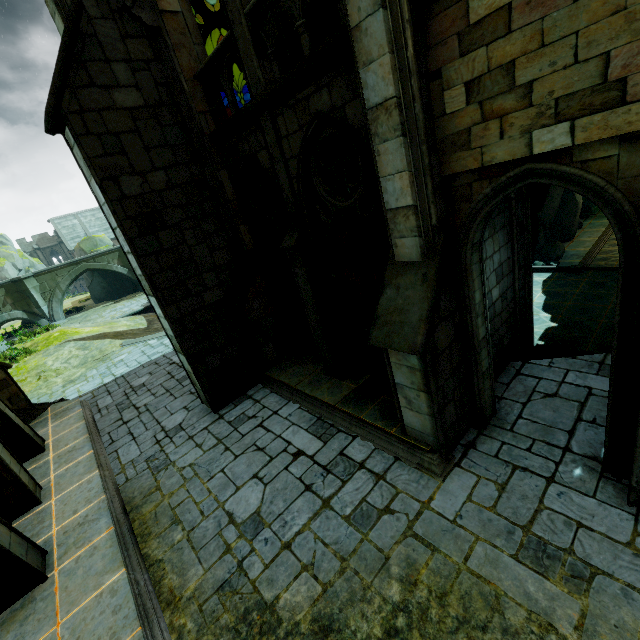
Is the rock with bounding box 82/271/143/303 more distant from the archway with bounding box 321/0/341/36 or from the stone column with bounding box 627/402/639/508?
the stone column with bounding box 627/402/639/508

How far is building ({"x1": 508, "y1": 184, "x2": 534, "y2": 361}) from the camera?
6.66m

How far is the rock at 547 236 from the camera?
8.2 meters

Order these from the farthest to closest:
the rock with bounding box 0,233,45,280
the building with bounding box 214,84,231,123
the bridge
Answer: the rock with bounding box 0,233,45,280, the bridge, the building with bounding box 214,84,231,123

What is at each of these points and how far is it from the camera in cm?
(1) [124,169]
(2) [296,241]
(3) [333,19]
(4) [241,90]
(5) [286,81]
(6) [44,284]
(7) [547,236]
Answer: (1) building, 698
(2) stone column, 683
(3) archway, 741
(4) building, 3731
(5) wall trim, 540
(6) bridge, 2917
(7) rock, 2131

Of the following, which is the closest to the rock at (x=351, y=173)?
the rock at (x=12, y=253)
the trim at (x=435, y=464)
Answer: the trim at (x=435, y=464)

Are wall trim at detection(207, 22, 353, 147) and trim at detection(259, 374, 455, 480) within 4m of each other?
no

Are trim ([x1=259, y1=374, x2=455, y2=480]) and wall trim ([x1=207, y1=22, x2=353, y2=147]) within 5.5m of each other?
no
